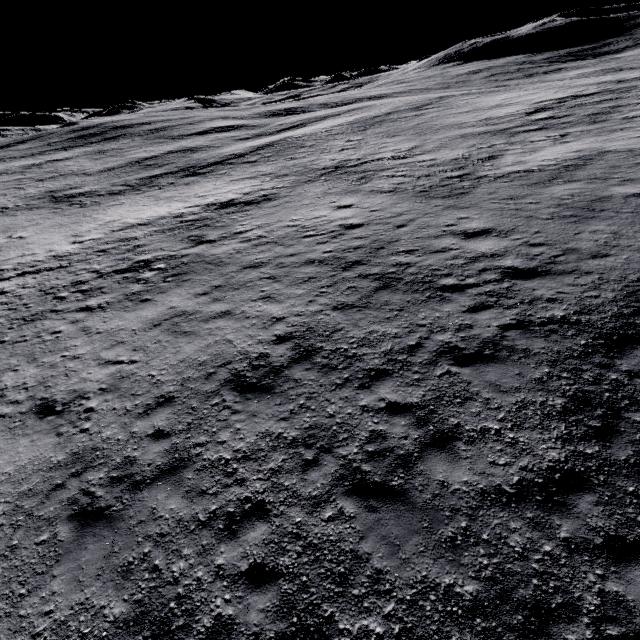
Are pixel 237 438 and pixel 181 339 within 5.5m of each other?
yes
